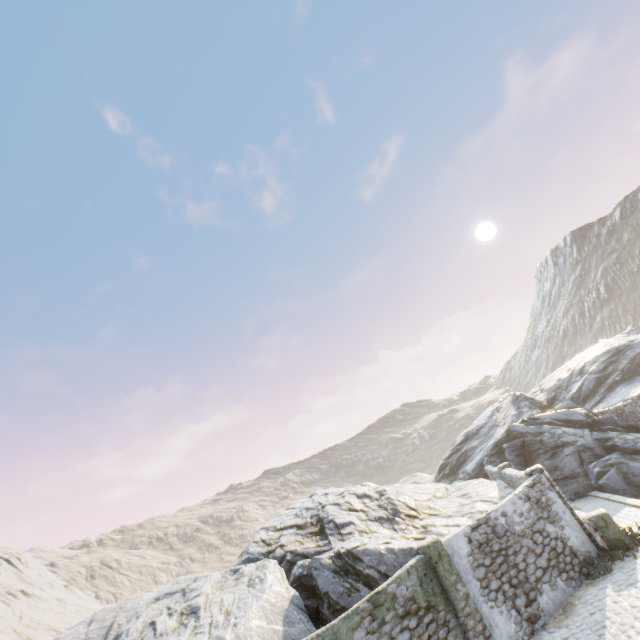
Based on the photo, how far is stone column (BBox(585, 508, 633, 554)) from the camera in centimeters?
1105cm

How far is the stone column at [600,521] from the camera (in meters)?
11.05

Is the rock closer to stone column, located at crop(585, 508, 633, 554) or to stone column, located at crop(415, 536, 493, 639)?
stone column, located at crop(415, 536, 493, 639)

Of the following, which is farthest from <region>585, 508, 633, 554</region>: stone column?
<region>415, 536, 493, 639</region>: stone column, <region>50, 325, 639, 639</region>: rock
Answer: <region>415, 536, 493, 639</region>: stone column

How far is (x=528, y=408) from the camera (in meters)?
27.58

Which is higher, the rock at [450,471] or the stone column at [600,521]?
the rock at [450,471]

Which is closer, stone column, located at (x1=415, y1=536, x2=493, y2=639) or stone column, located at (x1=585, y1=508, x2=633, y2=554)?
stone column, located at (x1=415, y1=536, x2=493, y2=639)
